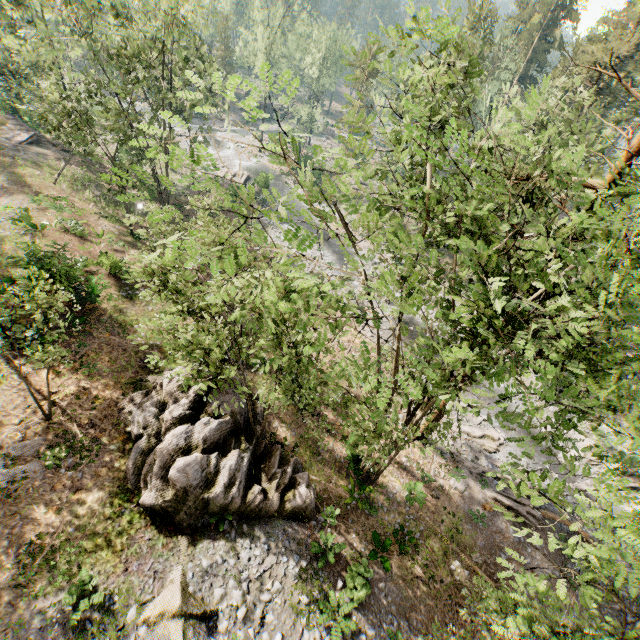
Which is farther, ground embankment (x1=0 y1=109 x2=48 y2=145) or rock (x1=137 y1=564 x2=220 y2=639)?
ground embankment (x1=0 y1=109 x2=48 y2=145)

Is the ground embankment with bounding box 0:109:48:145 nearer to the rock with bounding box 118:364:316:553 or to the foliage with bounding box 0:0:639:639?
→ the foliage with bounding box 0:0:639:639

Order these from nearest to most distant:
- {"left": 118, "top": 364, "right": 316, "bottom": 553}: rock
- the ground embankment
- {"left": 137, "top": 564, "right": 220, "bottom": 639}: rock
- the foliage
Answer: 1. the foliage
2. {"left": 137, "top": 564, "right": 220, "bottom": 639}: rock
3. {"left": 118, "top": 364, "right": 316, "bottom": 553}: rock
4. the ground embankment

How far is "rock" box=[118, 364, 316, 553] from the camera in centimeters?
1233cm

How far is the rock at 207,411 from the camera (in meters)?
12.33

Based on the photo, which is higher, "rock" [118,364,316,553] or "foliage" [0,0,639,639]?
"foliage" [0,0,639,639]

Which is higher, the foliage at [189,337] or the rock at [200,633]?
the foliage at [189,337]

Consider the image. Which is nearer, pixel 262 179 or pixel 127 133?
pixel 127 133
